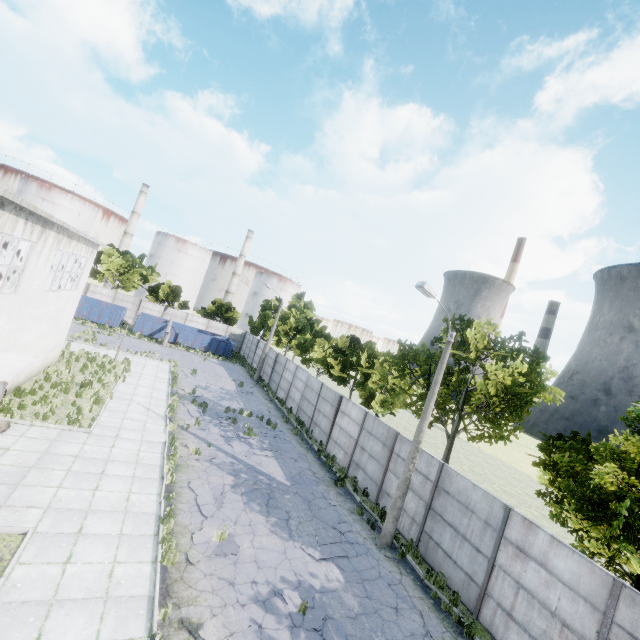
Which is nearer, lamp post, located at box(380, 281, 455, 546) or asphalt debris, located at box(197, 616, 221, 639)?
asphalt debris, located at box(197, 616, 221, 639)

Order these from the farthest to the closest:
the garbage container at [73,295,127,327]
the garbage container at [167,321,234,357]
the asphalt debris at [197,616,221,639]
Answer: the garbage container at [167,321,234,357]
the garbage container at [73,295,127,327]
the asphalt debris at [197,616,221,639]

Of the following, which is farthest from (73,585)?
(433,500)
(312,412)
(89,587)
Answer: (312,412)

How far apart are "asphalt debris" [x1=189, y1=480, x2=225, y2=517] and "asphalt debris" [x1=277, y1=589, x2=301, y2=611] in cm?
341

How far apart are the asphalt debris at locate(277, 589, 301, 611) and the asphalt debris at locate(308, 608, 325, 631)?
0.1m

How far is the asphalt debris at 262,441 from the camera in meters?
18.1

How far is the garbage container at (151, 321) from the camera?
37.4 meters

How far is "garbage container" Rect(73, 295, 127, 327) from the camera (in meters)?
35.19
